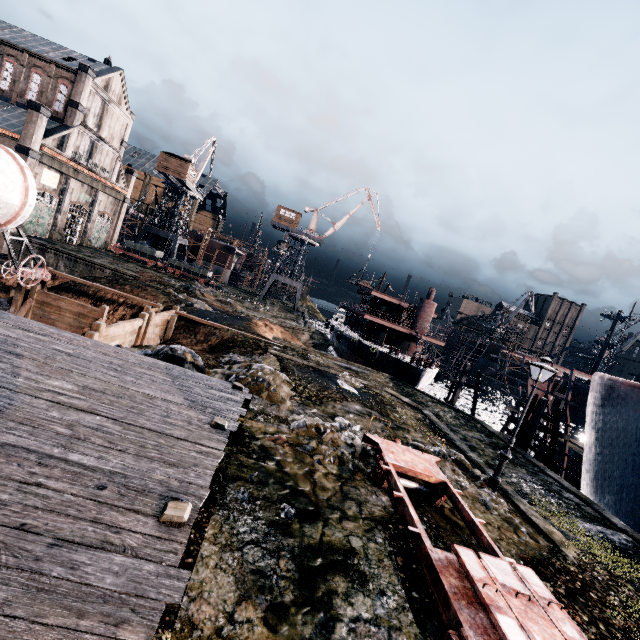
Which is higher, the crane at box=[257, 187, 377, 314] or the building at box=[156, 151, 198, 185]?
the building at box=[156, 151, 198, 185]

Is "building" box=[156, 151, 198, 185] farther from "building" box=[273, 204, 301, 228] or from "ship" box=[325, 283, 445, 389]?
"ship" box=[325, 283, 445, 389]

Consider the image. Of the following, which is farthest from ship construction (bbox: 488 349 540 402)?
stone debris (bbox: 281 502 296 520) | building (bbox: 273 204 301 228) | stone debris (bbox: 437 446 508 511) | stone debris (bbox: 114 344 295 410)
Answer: building (bbox: 273 204 301 228)

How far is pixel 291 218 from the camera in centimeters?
5669cm

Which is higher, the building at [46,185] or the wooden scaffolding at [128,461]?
the building at [46,185]

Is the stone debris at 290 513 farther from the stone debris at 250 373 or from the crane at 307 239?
the crane at 307 239

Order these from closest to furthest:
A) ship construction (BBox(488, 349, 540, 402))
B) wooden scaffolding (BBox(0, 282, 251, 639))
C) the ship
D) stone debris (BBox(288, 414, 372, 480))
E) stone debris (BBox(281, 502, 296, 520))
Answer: wooden scaffolding (BBox(0, 282, 251, 639))
stone debris (BBox(281, 502, 296, 520))
stone debris (BBox(288, 414, 372, 480))
ship construction (BBox(488, 349, 540, 402))
the ship

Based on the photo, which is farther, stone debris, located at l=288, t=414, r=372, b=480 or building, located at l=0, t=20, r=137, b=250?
building, located at l=0, t=20, r=137, b=250
